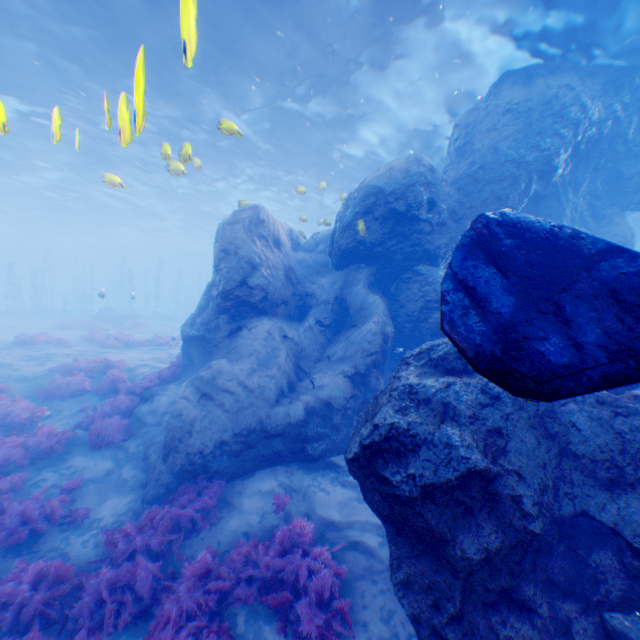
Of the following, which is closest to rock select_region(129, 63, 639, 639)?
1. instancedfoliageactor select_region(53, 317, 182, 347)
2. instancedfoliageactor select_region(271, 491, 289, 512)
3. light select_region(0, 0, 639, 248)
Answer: light select_region(0, 0, 639, 248)

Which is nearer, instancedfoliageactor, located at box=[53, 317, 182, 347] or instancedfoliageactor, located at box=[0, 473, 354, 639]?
instancedfoliageactor, located at box=[0, 473, 354, 639]

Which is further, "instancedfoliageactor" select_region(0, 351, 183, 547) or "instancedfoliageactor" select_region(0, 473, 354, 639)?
"instancedfoliageactor" select_region(0, 351, 183, 547)

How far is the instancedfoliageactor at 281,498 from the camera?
6.90m

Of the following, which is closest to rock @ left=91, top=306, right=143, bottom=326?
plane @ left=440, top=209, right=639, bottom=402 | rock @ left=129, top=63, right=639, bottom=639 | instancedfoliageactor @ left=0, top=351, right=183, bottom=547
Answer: rock @ left=129, top=63, right=639, bottom=639

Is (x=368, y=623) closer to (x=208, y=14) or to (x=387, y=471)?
(x=387, y=471)

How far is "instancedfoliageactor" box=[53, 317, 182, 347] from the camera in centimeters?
1900cm

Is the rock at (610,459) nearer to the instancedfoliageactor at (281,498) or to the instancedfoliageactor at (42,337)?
the instancedfoliageactor at (281,498)
